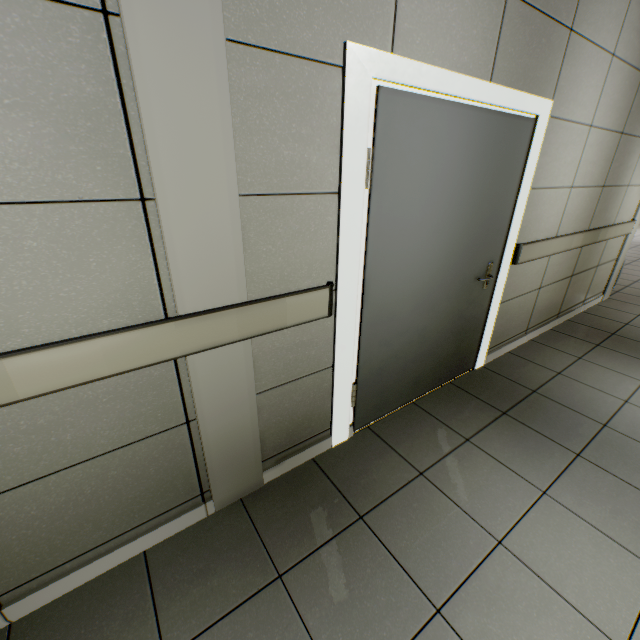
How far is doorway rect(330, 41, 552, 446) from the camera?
1.40m

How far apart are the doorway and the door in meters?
0.0

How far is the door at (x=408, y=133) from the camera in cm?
166

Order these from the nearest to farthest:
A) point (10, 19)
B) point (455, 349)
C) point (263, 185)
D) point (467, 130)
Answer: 1. point (10, 19)
2. point (263, 185)
3. point (467, 130)
4. point (455, 349)

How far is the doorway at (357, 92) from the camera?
1.4m

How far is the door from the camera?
1.7 meters
